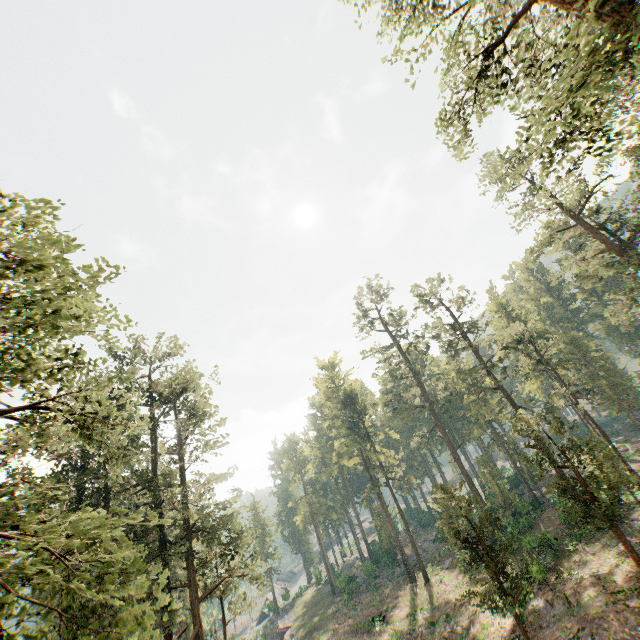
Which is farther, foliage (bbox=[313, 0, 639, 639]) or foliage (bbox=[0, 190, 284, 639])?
foliage (bbox=[313, 0, 639, 639])

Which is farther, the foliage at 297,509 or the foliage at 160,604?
the foliage at 297,509

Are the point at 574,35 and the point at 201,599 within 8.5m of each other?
no

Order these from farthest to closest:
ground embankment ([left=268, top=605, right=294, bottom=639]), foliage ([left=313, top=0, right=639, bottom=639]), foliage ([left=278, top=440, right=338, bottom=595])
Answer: foliage ([left=278, top=440, right=338, bottom=595]) → ground embankment ([left=268, top=605, right=294, bottom=639]) → foliage ([left=313, top=0, right=639, bottom=639])

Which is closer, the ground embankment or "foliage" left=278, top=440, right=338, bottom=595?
the ground embankment

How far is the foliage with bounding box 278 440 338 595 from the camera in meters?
51.5 m

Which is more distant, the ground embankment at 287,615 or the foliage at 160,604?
the ground embankment at 287,615
